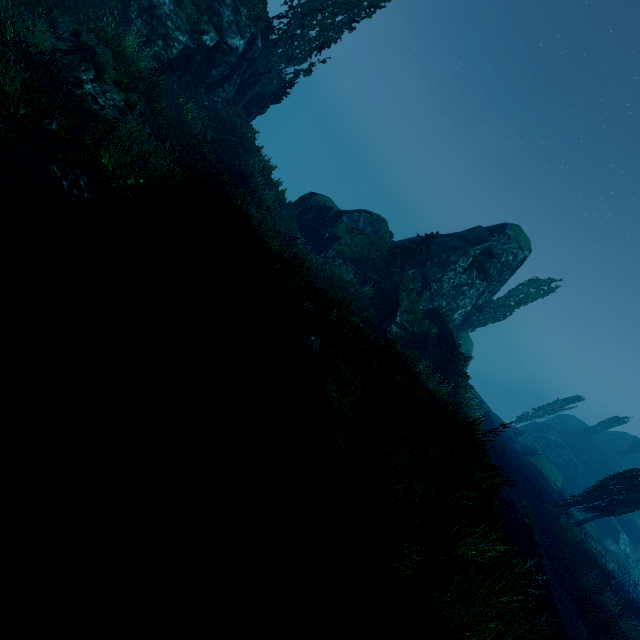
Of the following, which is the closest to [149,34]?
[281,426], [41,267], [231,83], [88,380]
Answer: [231,83]

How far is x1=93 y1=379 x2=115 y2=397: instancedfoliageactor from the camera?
4.8m

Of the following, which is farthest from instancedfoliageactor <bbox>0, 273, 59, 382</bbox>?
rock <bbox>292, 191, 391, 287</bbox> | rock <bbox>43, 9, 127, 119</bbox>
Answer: rock <bbox>43, 9, 127, 119</bbox>

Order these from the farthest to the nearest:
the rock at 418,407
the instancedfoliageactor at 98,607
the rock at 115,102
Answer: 1. the rock at 115,102
2. the rock at 418,407
3. the instancedfoliageactor at 98,607

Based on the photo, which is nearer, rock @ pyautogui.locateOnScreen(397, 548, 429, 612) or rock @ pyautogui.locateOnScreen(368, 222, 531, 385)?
rock @ pyautogui.locateOnScreen(397, 548, 429, 612)

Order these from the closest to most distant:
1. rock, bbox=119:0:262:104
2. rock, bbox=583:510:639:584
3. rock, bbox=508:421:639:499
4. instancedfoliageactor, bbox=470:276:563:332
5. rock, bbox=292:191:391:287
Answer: rock, bbox=119:0:262:104 → rock, bbox=292:191:391:287 → rock, bbox=583:510:639:584 → instancedfoliageactor, bbox=470:276:563:332 → rock, bbox=508:421:639:499

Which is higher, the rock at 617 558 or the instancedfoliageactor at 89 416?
the rock at 617 558
